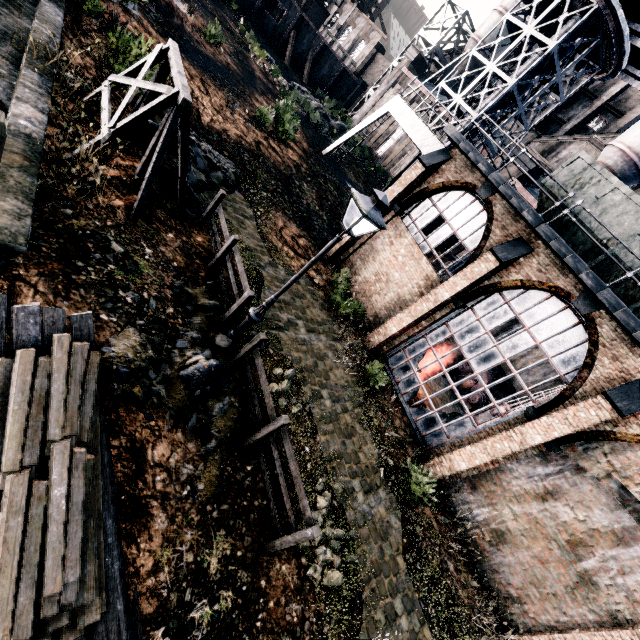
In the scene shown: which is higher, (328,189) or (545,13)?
(545,13)

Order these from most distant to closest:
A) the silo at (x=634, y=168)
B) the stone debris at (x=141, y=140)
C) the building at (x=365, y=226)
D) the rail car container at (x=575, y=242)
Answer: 1. the silo at (x=634, y=168)
2. the building at (x=365, y=226)
3. the rail car container at (x=575, y=242)
4. the stone debris at (x=141, y=140)

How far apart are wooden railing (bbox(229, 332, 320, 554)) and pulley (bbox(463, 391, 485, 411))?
17.31m

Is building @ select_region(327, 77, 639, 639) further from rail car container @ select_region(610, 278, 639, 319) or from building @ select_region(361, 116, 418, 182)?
rail car container @ select_region(610, 278, 639, 319)

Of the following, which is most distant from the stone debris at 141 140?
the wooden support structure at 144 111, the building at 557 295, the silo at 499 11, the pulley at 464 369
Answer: A: the silo at 499 11

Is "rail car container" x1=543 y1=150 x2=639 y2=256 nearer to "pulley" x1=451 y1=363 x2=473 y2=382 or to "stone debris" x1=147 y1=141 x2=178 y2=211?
"pulley" x1=451 y1=363 x2=473 y2=382

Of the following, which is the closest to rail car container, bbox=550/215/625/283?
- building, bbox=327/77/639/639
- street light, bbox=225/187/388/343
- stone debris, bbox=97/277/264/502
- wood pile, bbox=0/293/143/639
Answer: building, bbox=327/77/639/639

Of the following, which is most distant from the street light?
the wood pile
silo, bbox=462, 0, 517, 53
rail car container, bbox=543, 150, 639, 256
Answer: silo, bbox=462, 0, 517, 53
